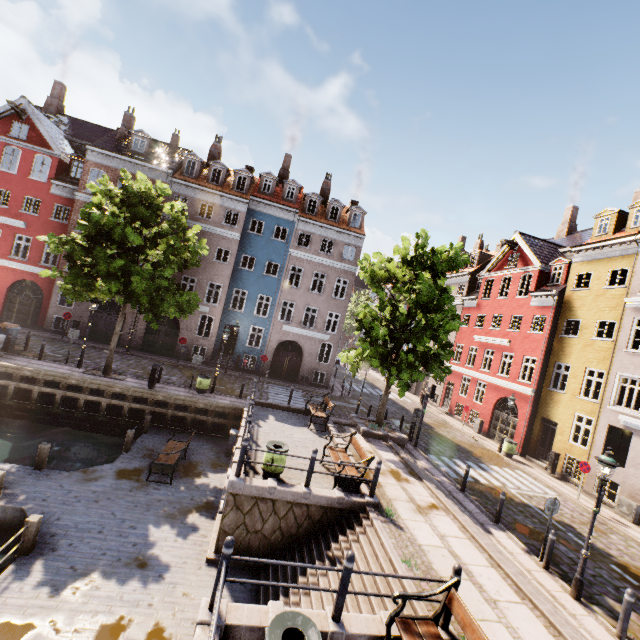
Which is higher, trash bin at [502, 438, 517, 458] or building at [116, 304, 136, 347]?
building at [116, 304, 136, 347]

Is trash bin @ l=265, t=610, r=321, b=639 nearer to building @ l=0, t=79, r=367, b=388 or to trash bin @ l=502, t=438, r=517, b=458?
trash bin @ l=502, t=438, r=517, b=458

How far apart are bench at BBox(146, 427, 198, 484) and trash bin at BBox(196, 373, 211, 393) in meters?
4.2 m

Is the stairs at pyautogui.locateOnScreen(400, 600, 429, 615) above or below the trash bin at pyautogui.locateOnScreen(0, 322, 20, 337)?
below

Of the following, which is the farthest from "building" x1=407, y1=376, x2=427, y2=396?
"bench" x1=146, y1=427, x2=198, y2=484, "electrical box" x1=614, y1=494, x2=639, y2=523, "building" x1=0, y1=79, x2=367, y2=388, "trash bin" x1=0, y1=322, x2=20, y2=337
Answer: "trash bin" x1=0, y1=322, x2=20, y2=337

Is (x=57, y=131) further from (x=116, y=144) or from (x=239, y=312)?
(x=239, y=312)

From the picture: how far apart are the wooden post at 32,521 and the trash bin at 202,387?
9.9m

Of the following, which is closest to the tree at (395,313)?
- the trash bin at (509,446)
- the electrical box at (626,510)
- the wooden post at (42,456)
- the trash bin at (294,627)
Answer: the trash bin at (294,627)
